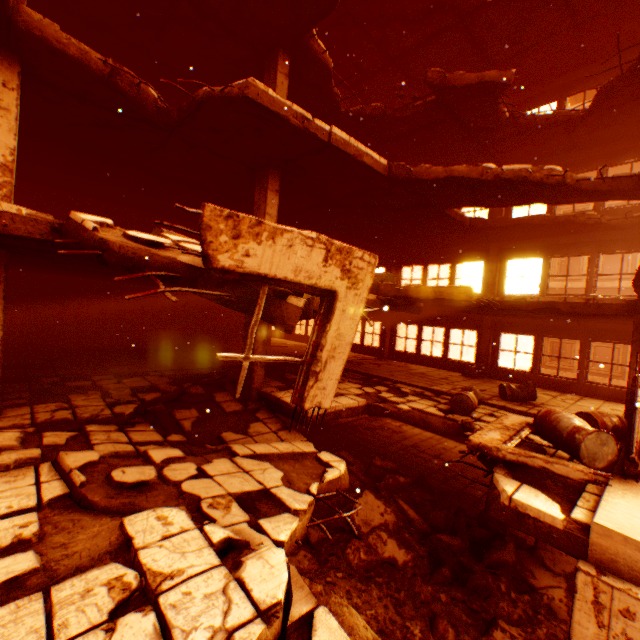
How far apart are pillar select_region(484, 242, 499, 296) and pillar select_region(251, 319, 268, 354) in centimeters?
959cm

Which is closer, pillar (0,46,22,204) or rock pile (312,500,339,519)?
pillar (0,46,22,204)

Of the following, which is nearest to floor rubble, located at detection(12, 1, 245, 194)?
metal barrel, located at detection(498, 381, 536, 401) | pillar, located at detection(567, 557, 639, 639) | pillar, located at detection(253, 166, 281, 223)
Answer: pillar, located at detection(253, 166, 281, 223)

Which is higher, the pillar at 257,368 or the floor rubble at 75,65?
the floor rubble at 75,65

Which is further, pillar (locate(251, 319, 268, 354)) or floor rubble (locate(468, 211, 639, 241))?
floor rubble (locate(468, 211, 639, 241))

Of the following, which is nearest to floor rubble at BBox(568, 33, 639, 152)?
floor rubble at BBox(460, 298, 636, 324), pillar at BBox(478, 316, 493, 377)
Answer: floor rubble at BBox(460, 298, 636, 324)

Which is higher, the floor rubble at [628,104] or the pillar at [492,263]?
the floor rubble at [628,104]

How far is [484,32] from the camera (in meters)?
10.44
